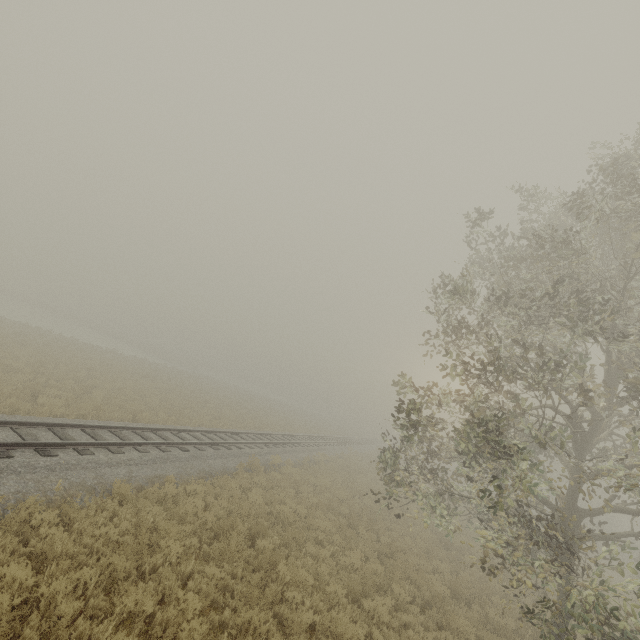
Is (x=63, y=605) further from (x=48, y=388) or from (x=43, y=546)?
(x=48, y=388)
